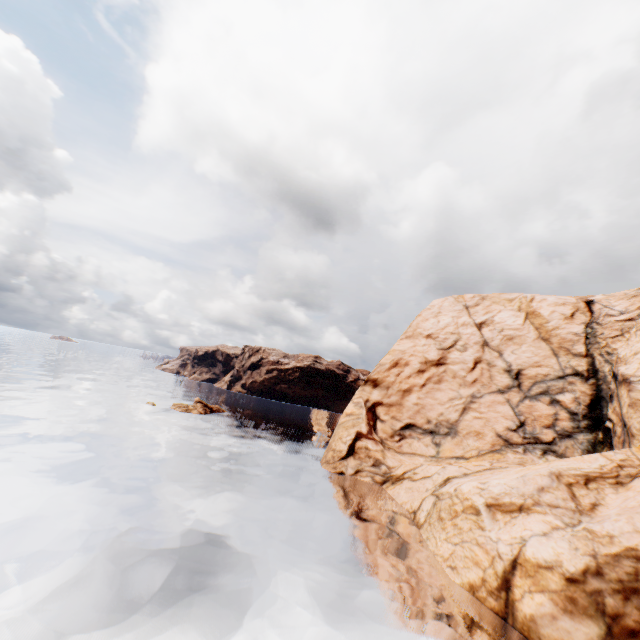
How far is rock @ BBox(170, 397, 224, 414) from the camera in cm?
5347

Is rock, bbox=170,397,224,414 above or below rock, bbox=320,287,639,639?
below

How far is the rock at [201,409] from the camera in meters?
53.5

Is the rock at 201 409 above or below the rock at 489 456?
below

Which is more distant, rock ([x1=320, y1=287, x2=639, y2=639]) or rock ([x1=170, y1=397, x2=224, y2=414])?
rock ([x1=170, y1=397, x2=224, y2=414])

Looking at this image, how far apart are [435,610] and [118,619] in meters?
13.9
